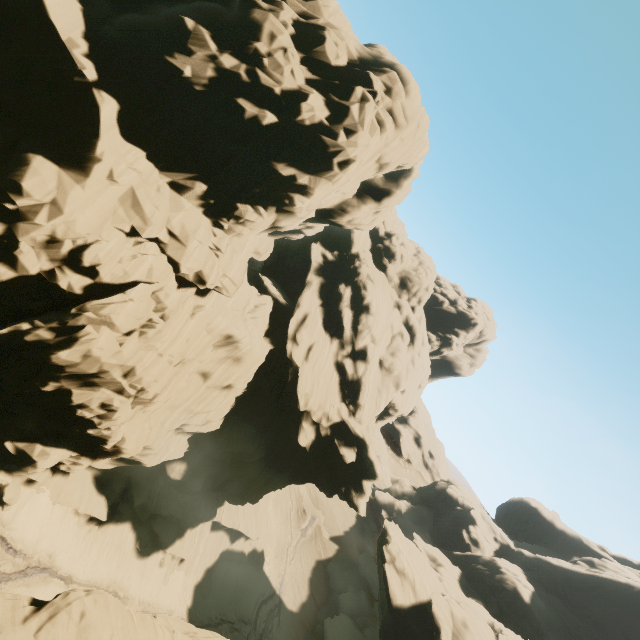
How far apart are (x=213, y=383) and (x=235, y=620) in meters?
29.5 m

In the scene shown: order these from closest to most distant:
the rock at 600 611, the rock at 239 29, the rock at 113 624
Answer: the rock at 113 624 → the rock at 239 29 → the rock at 600 611

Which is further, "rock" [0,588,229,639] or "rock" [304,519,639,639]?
"rock" [304,519,639,639]

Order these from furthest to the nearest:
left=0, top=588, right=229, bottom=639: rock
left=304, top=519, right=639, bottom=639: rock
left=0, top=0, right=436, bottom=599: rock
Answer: left=304, top=519, right=639, bottom=639: rock, left=0, top=0, right=436, bottom=599: rock, left=0, top=588, right=229, bottom=639: rock

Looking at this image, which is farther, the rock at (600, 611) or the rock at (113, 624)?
the rock at (600, 611)
